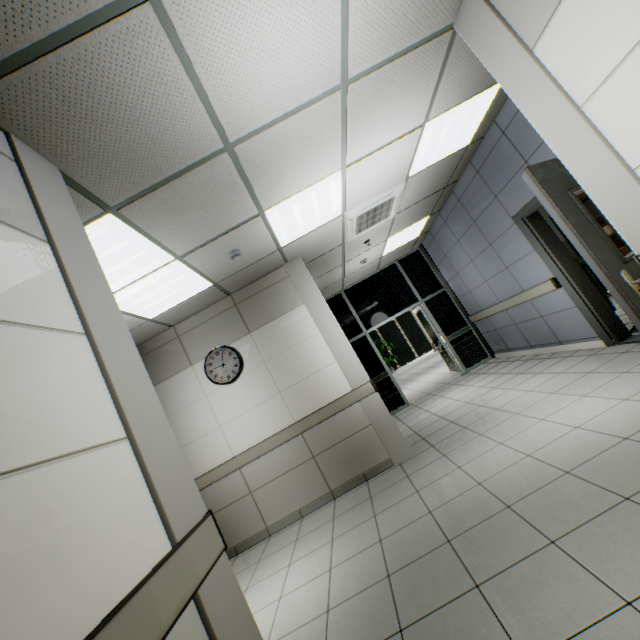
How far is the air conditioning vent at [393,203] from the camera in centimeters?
441cm

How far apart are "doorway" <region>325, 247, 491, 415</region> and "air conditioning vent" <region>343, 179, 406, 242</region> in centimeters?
287cm

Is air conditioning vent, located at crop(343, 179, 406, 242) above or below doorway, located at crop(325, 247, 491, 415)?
above

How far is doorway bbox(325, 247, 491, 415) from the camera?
7.75m

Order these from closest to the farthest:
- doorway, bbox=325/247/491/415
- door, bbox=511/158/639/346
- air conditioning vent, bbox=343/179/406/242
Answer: door, bbox=511/158/639/346
air conditioning vent, bbox=343/179/406/242
doorway, bbox=325/247/491/415

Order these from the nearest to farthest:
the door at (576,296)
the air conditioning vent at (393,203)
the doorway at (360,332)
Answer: the door at (576,296) → the air conditioning vent at (393,203) → the doorway at (360,332)

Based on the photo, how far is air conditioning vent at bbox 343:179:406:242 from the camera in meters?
4.4

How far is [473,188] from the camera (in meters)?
5.22
